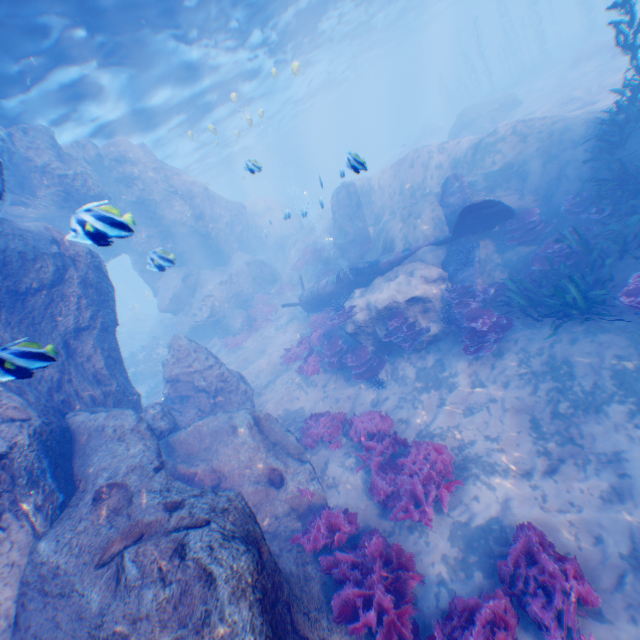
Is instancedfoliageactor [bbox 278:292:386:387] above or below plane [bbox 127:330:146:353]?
below

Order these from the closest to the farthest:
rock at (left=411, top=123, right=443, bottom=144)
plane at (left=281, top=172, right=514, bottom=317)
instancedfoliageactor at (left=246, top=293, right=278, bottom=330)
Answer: plane at (left=281, top=172, right=514, bottom=317)
instancedfoliageactor at (left=246, top=293, right=278, bottom=330)
rock at (left=411, top=123, right=443, bottom=144)

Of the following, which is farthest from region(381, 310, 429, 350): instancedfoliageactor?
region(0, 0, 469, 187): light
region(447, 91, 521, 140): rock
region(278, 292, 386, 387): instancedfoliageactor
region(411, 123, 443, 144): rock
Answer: region(411, 123, 443, 144): rock

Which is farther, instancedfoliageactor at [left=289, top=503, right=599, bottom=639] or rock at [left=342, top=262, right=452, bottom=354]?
rock at [left=342, top=262, right=452, bottom=354]

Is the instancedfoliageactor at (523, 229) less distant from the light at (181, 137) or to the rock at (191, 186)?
the rock at (191, 186)

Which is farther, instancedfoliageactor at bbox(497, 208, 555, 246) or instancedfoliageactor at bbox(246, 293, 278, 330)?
instancedfoliageactor at bbox(246, 293, 278, 330)

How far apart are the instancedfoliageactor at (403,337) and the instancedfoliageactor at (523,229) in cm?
387

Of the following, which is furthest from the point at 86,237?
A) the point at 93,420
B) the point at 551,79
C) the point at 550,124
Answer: the point at 551,79
